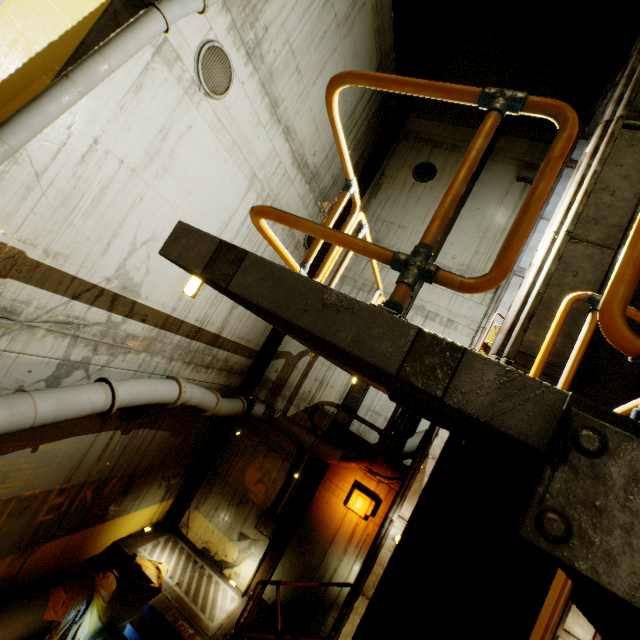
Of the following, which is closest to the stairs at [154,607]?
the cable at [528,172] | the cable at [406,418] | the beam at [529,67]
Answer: the cable at [406,418]

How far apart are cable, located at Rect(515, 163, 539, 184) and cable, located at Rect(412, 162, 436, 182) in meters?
2.5 m

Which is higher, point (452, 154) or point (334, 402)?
point (452, 154)

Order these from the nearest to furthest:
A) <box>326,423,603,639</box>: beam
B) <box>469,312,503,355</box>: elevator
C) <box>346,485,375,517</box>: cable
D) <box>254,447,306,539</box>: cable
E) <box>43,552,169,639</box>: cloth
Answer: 1. <box>326,423,603,639</box>: beam
2. <box>469,312,503,355</box>: elevator
3. <box>43,552,169,639</box>: cloth
4. <box>346,485,375,517</box>: cable
5. <box>254,447,306,539</box>: cable

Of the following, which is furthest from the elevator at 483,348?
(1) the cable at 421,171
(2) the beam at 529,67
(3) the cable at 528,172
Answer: (2) the beam at 529,67

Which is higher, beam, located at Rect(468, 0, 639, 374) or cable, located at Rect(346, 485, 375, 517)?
beam, located at Rect(468, 0, 639, 374)

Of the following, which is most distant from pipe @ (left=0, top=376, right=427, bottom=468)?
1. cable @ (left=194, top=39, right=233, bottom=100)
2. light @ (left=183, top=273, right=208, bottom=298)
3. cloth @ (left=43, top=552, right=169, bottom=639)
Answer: light @ (left=183, top=273, right=208, bottom=298)

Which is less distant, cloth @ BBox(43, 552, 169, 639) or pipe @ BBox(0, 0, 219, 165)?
pipe @ BBox(0, 0, 219, 165)
